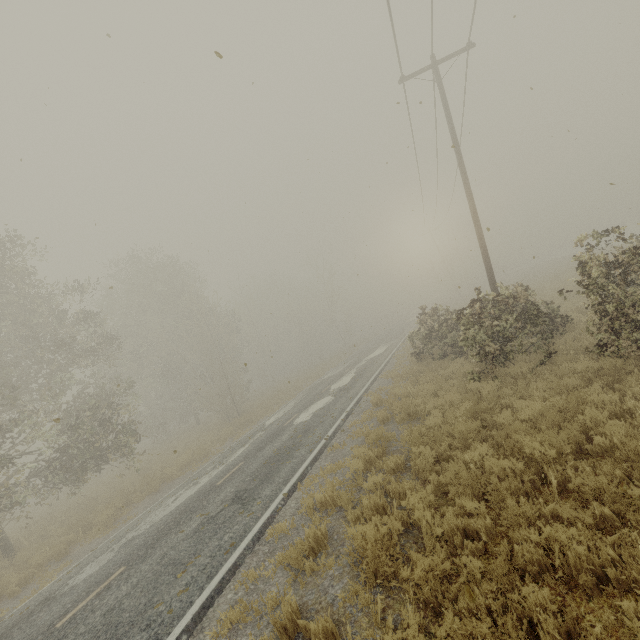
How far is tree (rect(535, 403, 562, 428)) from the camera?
6.2 meters

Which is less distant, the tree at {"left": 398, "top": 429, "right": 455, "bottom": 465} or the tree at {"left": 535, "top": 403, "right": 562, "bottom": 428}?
the tree at {"left": 535, "top": 403, "right": 562, "bottom": 428}

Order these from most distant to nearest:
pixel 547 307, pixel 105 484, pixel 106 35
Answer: pixel 105 484 < pixel 547 307 < pixel 106 35

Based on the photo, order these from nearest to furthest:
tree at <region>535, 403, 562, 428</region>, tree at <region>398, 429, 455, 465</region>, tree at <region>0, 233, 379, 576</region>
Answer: tree at <region>535, 403, 562, 428</region> < tree at <region>398, 429, 455, 465</region> < tree at <region>0, 233, 379, 576</region>

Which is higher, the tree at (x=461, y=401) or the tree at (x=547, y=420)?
the tree at (x=547, y=420)

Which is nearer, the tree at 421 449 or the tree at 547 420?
the tree at 547 420

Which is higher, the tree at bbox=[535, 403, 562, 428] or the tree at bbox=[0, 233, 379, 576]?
the tree at bbox=[0, 233, 379, 576]

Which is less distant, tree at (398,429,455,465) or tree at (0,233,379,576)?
tree at (398,429,455,465)
